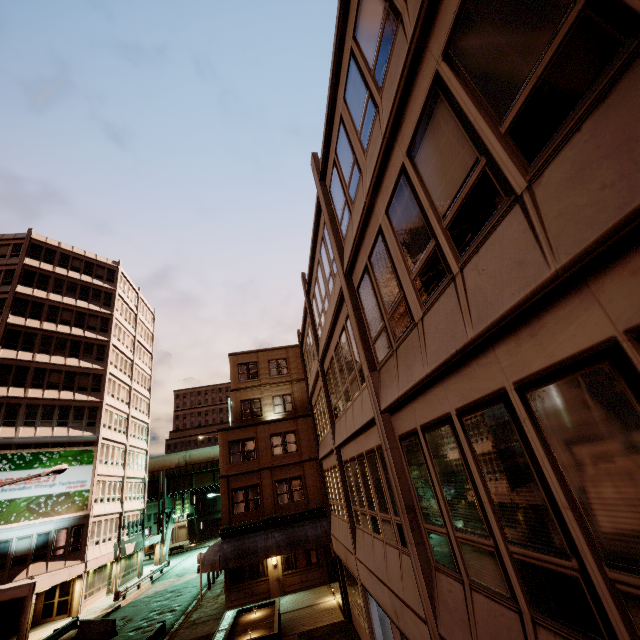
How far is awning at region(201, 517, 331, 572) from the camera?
21.42m

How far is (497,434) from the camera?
3.71m

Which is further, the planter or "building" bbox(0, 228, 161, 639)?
"building" bbox(0, 228, 161, 639)

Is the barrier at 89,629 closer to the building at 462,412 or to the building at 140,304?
the building at 140,304

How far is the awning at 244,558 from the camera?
21.42m

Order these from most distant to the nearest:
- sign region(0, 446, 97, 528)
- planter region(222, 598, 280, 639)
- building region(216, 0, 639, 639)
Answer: sign region(0, 446, 97, 528), planter region(222, 598, 280, 639), building region(216, 0, 639, 639)

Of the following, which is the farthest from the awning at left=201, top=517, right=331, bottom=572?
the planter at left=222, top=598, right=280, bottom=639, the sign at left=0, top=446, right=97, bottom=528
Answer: the sign at left=0, top=446, right=97, bottom=528

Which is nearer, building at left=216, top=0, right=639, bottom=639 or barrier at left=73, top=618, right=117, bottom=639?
building at left=216, top=0, right=639, bottom=639
